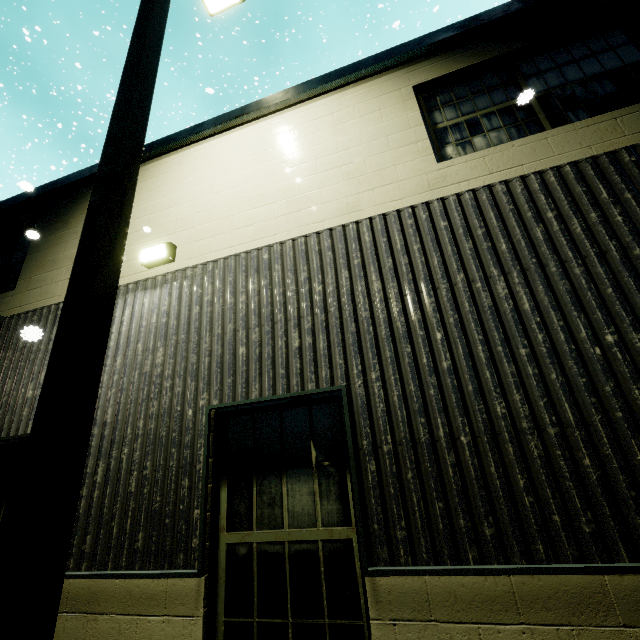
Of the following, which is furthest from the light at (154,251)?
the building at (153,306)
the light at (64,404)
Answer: the light at (64,404)

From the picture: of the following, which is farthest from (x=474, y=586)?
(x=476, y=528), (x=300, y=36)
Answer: (x=300, y=36)

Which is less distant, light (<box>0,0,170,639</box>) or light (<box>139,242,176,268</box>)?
light (<box>0,0,170,639</box>)

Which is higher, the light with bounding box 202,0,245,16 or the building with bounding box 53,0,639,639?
the light with bounding box 202,0,245,16

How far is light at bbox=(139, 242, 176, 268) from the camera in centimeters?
447cm

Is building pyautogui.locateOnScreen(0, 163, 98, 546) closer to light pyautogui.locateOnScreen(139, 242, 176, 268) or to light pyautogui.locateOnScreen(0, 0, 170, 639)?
light pyautogui.locateOnScreen(139, 242, 176, 268)

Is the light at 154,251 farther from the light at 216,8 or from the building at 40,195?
the light at 216,8
